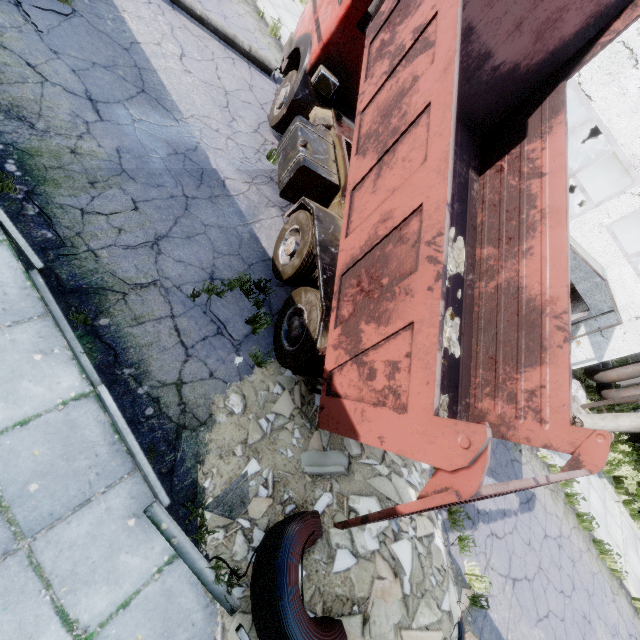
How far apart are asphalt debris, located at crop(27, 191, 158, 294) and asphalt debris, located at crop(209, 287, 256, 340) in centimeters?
77cm

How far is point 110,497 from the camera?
3.3 meters

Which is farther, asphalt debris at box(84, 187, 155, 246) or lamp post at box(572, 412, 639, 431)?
lamp post at box(572, 412, 639, 431)

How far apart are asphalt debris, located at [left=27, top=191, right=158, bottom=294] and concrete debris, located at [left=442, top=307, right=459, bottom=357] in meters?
3.0

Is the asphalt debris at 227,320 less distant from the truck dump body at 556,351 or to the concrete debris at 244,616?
the concrete debris at 244,616

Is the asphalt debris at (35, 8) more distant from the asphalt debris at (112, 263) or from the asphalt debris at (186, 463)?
the asphalt debris at (186, 463)

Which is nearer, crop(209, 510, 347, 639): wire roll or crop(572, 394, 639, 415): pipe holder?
crop(209, 510, 347, 639): wire roll

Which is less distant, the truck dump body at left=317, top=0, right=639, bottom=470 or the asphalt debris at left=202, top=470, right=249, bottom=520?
the truck dump body at left=317, top=0, right=639, bottom=470
